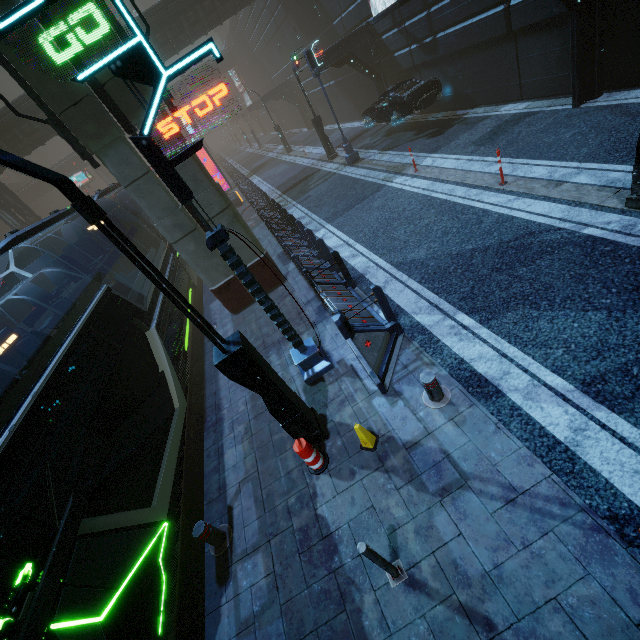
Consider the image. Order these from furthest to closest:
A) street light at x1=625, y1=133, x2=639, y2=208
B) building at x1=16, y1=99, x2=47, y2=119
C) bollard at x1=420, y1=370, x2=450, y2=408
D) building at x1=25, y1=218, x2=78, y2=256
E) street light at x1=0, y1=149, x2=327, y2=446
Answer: building at x1=25, y1=218, x2=78, y2=256 < building at x1=16, y1=99, x2=47, y2=119 < street light at x1=625, y1=133, x2=639, y2=208 < bollard at x1=420, y1=370, x2=450, y2=408 < street light at x1=0, y1=149, x2=327, y2=446

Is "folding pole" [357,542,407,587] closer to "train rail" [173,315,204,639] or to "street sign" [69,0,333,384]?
"train rail" [173,315,204,639]

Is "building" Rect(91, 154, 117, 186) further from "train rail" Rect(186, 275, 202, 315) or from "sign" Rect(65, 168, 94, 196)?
"sign" Rect(65, 168, 94, 196)

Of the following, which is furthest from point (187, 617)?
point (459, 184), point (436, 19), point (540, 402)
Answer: point (436, 19)

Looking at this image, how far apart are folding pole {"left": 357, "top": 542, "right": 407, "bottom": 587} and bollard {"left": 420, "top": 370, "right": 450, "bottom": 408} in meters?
2.2 m

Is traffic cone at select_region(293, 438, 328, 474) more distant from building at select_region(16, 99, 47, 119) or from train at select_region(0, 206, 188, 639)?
building at select_region(16, 99, 47, 119)

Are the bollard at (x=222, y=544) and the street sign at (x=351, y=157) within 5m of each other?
no

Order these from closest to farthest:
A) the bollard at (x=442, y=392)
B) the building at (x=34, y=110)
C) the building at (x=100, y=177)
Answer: the bollard at (x=442, y=392) < the building at (x=34, y=110) < the building at (x=100, y=177)
